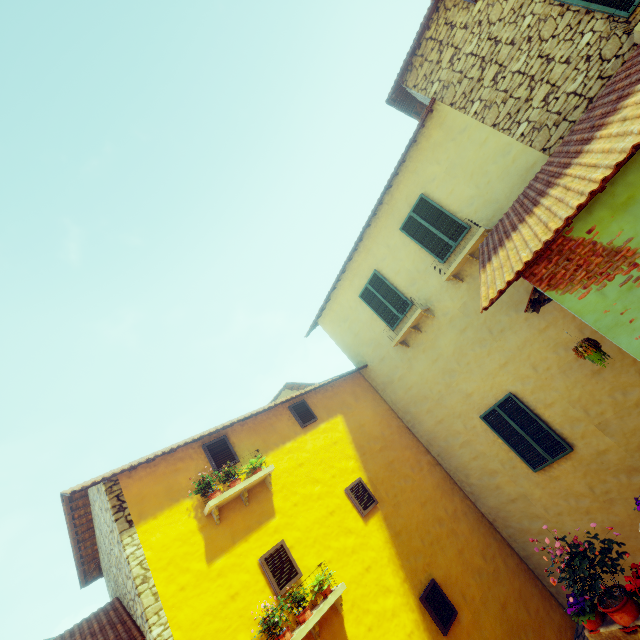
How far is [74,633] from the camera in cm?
639

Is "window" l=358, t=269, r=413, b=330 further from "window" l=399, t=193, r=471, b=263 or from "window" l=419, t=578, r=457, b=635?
"window" l=419, t=578, r=457, b=635

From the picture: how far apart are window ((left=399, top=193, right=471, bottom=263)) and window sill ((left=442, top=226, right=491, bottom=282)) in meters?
0.3

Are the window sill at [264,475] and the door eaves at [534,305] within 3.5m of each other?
no

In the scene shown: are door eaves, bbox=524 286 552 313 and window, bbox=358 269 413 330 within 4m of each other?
yes

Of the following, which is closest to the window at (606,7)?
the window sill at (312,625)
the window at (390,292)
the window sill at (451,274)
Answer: the window sill at (451,274)

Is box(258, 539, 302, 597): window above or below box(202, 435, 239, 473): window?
below

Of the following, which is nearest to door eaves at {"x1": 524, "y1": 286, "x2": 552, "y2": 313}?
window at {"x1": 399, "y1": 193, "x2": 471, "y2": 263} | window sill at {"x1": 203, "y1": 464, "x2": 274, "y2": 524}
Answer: window at {"x1": 399, "y1": 193, "x2": 471, "y2": 263}
